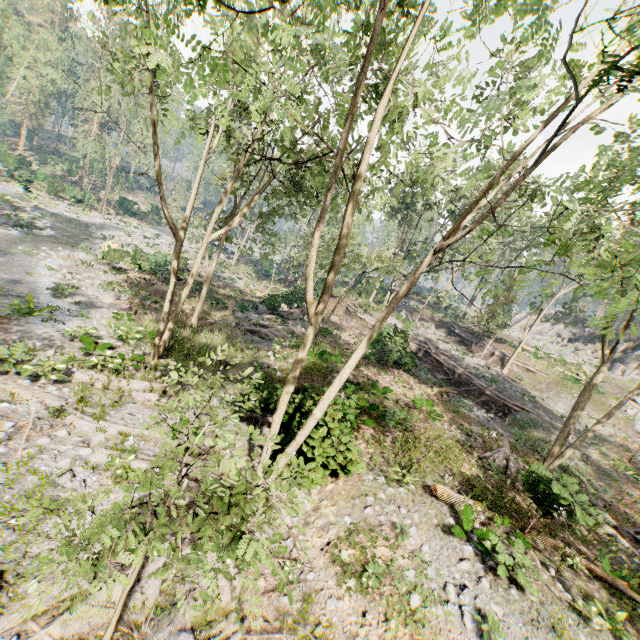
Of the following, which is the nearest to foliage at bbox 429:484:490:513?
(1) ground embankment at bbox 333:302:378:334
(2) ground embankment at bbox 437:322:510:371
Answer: (2) ground embankment at bbox 437:322:510:371

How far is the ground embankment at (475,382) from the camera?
24.2 meters

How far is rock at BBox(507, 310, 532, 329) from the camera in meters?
53.7 m

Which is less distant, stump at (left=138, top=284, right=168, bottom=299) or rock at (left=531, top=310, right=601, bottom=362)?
stump at (left=138, top=284, right=168, bottom=299)

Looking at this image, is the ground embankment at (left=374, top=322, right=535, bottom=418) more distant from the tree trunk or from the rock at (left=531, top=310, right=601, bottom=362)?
the rock at (left=531, top=310, right=601, bottom=362)

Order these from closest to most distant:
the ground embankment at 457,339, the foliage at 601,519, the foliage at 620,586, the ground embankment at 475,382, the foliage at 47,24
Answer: the foliage at 601,519 → the foliage at 620,586 → the ground embankment at 475,382 → the ground embankment at 457,339 → the foliage at 47,24

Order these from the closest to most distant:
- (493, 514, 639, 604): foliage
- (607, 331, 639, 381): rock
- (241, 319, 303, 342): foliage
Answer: (493, 514, 639, 604): foliage, (241, 319, 303, 342): foliage, (607, 331, 639, 381): rock

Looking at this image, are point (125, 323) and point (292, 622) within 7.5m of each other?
no
